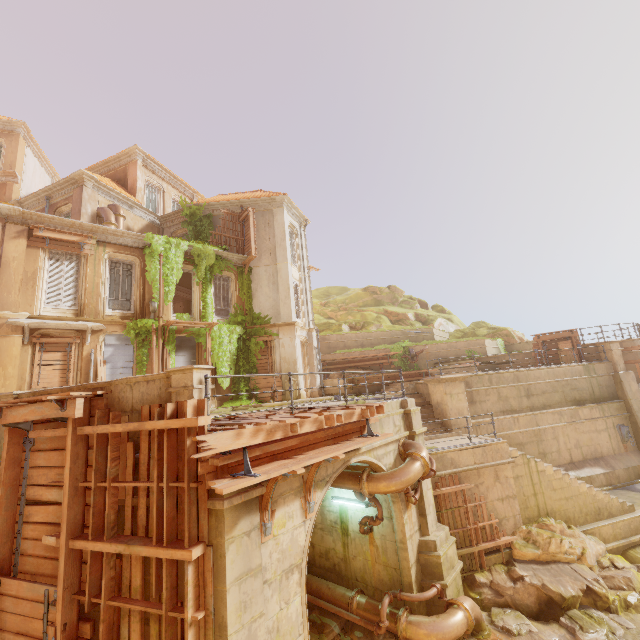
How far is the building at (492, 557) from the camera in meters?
10.6 m

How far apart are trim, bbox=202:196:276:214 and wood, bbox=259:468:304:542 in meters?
18.0

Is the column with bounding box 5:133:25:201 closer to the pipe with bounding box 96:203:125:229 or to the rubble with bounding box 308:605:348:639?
the pipe with bounding box 96:203:125:229

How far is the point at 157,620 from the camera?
4.98m

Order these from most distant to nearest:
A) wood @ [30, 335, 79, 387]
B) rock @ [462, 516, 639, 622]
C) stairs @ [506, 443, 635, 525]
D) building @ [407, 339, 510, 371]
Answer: building @ [407, 339, 510, 371], wood @ [30, 335, 79, 387], stairs @ [506, 443, 635, 525], rock @ [462, 516, 639, 622]

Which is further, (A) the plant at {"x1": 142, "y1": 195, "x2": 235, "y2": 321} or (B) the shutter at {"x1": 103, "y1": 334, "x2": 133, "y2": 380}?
(A) the plant at {"x1": 142, "y1": 195, "x2": 235, "y2": 321}

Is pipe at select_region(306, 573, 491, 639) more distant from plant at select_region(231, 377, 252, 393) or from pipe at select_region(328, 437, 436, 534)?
plant at select_region(231, 377, 252, 393)

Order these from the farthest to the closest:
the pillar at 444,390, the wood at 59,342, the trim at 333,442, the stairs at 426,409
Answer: the stairs at 426,409 → the pillar at 444,390 → the wood at 59,342 → the trim at 333,442
